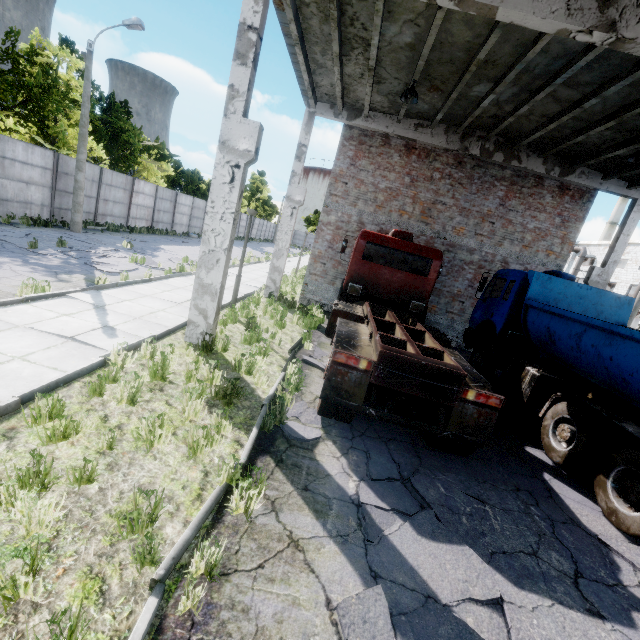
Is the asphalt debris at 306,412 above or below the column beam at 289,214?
below

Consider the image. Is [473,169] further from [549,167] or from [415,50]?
[415,50]

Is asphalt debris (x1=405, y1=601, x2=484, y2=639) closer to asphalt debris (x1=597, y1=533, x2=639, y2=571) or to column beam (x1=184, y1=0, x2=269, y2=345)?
asphalt debris (x1=597, y1=533, x2=639, y2=571)

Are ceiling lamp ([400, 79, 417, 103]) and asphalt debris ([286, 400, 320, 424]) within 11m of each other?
yes

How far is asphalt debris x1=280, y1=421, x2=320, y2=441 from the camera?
4.9 meters

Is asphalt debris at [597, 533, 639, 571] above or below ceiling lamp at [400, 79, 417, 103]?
below

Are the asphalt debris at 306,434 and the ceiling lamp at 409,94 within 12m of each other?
yes

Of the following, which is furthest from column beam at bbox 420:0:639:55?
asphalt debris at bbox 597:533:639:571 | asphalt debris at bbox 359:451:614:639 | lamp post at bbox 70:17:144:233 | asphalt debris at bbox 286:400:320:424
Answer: lamp post at bbox 70:17:144:233
